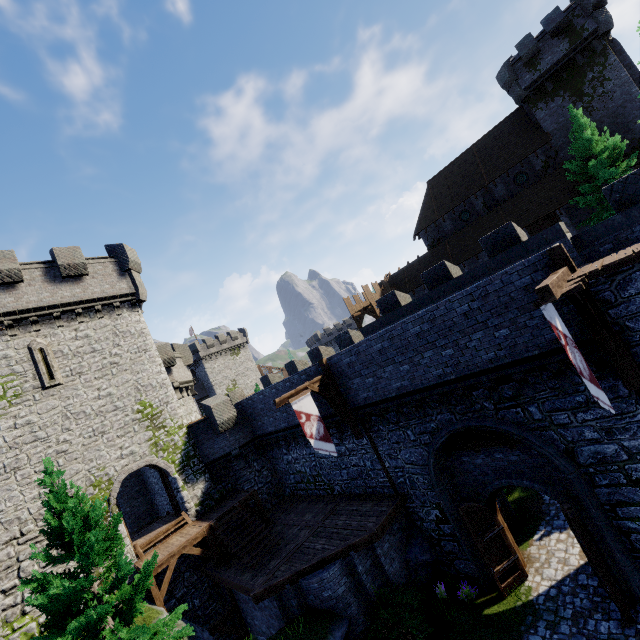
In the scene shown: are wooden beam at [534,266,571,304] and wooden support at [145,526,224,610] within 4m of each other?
no

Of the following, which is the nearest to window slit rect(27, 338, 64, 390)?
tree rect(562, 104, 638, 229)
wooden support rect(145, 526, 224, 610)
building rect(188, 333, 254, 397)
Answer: wooden support rect(145, 526, 224, 610)

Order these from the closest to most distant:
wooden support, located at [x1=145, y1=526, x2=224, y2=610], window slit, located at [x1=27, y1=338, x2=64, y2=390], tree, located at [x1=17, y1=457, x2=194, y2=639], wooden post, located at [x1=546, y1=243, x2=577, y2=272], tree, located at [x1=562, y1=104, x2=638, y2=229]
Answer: wooden post, located at [x1=546, y1=243, x2=577, y2=272] < tree, located at [x1=17, y1=457, x2=194, y2=639] < wooden support, located at [x1=145, y1=526, x2=224, y2=610] < window slit, located at [x1=27, y1=338, x2=64, y2=390] < tree, located at [x1=562, y1=104, x2=638, y2=229]

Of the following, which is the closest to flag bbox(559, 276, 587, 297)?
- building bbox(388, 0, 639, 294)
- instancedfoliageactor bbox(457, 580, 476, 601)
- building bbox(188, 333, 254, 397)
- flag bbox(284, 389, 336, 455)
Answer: flag bbox(284, 389, 336, 455)

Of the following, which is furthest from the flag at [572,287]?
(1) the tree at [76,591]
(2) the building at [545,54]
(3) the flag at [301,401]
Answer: (2) the building at [545,54]

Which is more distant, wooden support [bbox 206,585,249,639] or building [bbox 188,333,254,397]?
building [bbox 188,333,254,397]

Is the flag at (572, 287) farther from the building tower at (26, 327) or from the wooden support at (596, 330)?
the building tower at (26, 327)

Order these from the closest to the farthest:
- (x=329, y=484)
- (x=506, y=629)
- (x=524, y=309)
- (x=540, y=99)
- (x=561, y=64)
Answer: (x=524, y=309), (x=506, y=629), (x=329, y=484), (x=561, y=64), (x=540, y=99)
